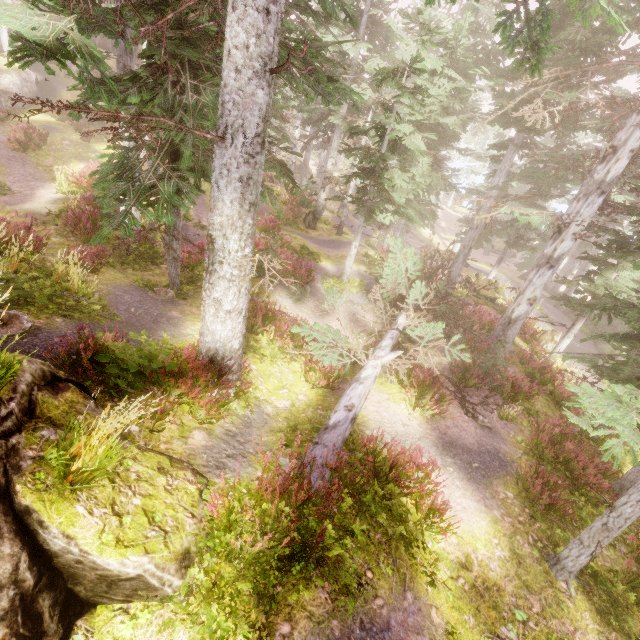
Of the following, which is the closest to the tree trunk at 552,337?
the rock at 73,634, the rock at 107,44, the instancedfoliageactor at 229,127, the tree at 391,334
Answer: the instancedfoliageactor at 229,127

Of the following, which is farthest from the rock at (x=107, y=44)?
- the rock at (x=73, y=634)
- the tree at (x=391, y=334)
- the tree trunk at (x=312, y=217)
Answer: the tree at (x=391, y=334)

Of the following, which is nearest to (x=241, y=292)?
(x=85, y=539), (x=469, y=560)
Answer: (x=85, y=539)

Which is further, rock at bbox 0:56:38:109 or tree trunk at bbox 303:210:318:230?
tree trunk at bbox 303:210:318:230

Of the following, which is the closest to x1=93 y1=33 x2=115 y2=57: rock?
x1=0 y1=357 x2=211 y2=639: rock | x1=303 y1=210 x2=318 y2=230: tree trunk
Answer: x1=0 y1=357 x2=211 y2=639: rock

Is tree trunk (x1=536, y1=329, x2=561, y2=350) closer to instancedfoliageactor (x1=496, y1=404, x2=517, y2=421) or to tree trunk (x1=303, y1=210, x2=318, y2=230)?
instancedfoliageactor (x1=496, y1=404, x2=517, y2=421)

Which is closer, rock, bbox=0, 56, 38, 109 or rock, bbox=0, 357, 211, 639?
rock, bbox=0, 357, 211, 639

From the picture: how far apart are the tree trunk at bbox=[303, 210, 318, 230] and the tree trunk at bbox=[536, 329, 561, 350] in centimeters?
1547cm
